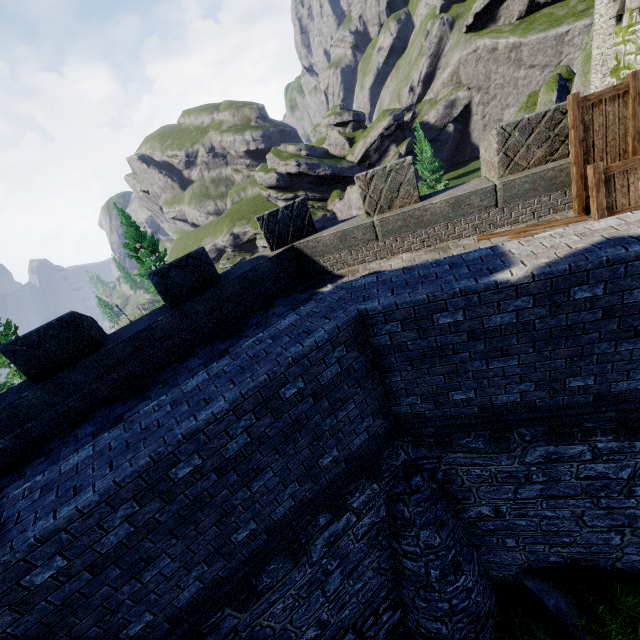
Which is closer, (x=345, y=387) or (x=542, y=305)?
(x=542, y=305)
